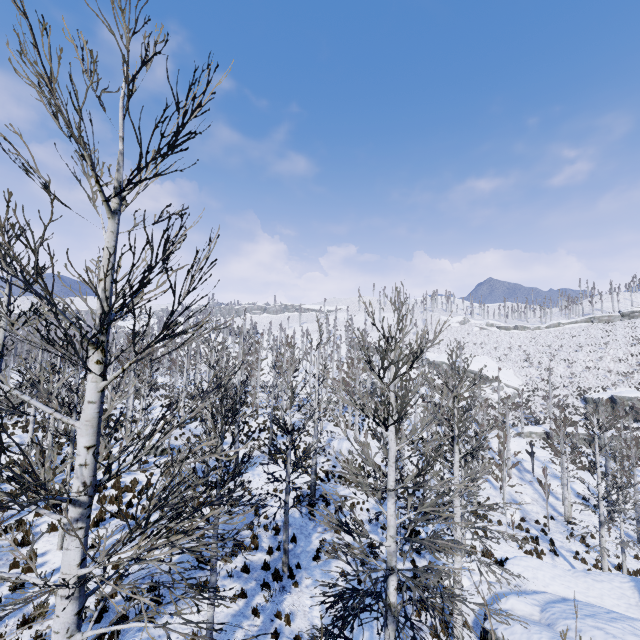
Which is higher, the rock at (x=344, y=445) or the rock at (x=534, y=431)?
the rock at (x=344, y=445)

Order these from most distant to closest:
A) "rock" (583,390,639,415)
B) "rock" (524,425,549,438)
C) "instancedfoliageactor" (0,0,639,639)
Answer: "rock" (524,425,549,438) → "rock" (583,390,639,415) → "instancedfoliageactor" (0,0,639,639)

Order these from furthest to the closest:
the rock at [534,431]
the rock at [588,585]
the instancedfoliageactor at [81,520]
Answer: the rock at [534,431] < the rock at [588,585] < the instancedfoliageactor at [81,520]

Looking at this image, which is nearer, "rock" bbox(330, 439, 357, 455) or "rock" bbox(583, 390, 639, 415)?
"rock" bbox(330, 439, 357, 455)

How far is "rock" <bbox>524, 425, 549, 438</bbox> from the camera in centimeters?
4794cm

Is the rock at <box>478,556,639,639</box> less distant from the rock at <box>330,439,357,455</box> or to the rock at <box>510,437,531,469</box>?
the rock at <box>330,439,357,455</box>

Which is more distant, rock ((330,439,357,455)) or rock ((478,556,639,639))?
rock ((330,439,357,455))

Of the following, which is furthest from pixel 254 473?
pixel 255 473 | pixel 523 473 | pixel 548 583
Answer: pixel 523 473
